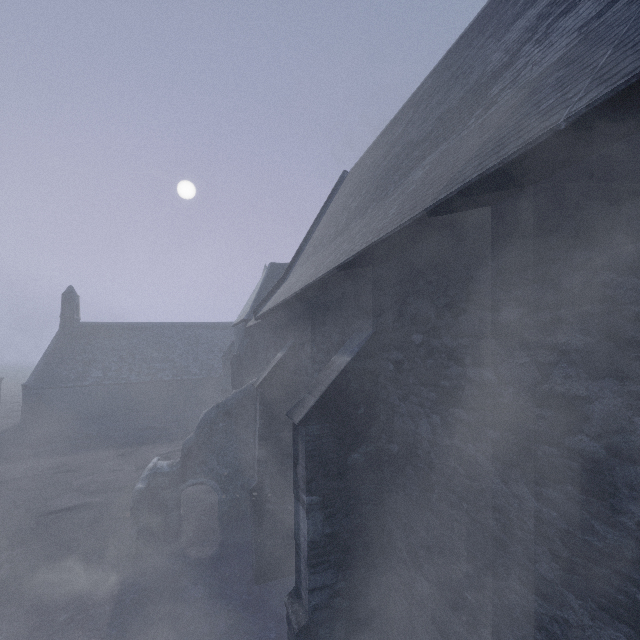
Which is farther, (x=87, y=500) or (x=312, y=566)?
(x=87, y=500)
